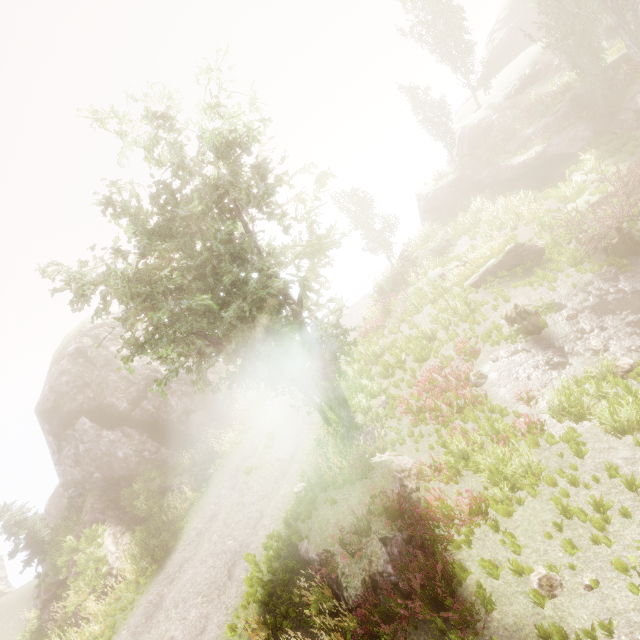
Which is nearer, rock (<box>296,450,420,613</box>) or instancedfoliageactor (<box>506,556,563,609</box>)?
instancedfoliageactor (<box>506,556,563,609</box>)

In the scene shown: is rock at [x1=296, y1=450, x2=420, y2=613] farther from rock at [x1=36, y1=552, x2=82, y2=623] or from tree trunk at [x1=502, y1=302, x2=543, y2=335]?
rock at [x1=36, y1=552, x2=82, y2=623]

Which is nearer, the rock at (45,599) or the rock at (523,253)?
the rock at (523,253)

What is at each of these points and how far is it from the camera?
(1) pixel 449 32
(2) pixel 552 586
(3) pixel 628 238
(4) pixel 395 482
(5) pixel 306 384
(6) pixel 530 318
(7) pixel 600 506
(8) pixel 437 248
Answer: (1) instancedfoliageactor, 29.1m
(2) instancedfoliageactor, 5.8m
(3) tree trunk, 12.0m
(4) rock, 9.3m
(5) instancedfoliageactor, 12.2m
(6) tree trunk, 11.7m
(7) instancedfoliageactor, 6.3m
(8) rock, 23.4m

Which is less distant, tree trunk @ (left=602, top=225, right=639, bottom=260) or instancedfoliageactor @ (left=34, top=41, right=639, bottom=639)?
instancedfoliageactor @ (left=34, top=41, right=639, bottom=639)

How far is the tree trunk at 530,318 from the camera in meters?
11.7 m

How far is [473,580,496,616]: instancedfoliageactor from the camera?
6.0 meters

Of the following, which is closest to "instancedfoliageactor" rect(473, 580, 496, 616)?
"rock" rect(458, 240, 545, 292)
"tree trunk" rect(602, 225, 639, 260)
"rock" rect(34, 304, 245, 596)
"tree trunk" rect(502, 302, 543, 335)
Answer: "rock" rect(34, 304, 245, 596)
